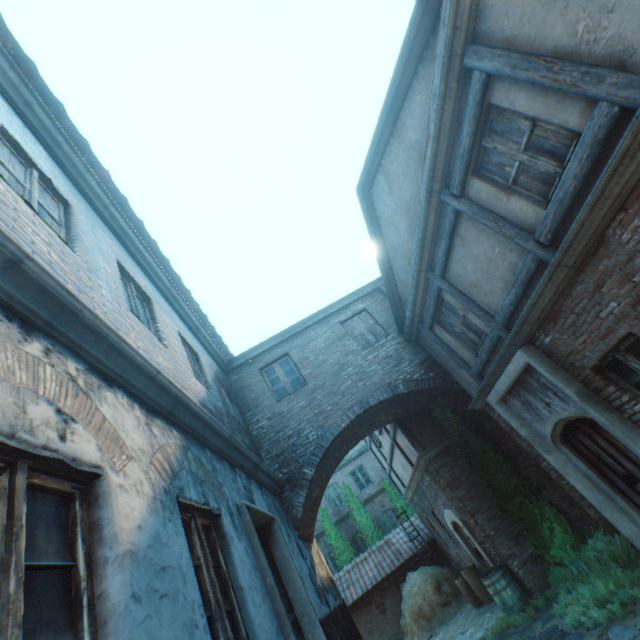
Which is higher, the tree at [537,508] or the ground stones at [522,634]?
the tree at [537,508]

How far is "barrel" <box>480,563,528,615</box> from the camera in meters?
7.6 m

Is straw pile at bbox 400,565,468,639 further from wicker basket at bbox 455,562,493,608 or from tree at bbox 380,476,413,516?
tree at bbox 380,476,413,516

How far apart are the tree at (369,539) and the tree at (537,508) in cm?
1159

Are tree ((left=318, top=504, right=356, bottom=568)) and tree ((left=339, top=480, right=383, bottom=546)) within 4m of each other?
yes

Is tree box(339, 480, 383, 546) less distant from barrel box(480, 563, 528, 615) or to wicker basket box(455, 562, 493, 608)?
wicker basket box(455, 562, 493, 608)

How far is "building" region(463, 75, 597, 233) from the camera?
3.7m

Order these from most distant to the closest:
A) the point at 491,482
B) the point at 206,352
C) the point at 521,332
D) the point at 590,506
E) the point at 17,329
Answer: the point at 206,352
the point at 491,482
the point at 590,506
the point at 521,332
the point at 17,329
